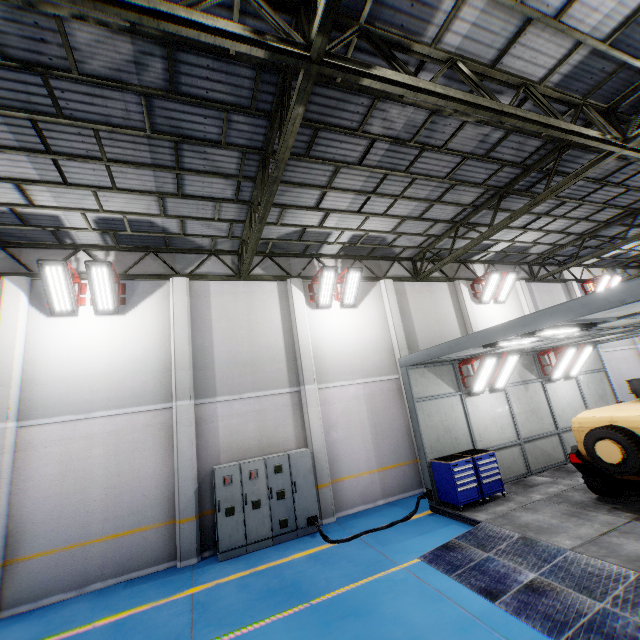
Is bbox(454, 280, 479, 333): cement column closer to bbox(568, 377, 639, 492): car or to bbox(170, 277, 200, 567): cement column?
bbox(568, 377, 639, 492): car

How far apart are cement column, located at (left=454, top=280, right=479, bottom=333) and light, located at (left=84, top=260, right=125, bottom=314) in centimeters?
Result: 1310cm

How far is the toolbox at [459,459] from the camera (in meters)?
8.63

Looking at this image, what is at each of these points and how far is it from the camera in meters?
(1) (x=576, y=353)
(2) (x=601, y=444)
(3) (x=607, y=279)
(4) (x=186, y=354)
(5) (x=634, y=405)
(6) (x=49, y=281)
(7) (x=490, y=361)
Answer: (1) light, 11.7
(2) tire assembly, 7.0
(3) light, 17.6
(4) cement column, 9.7
(5) car, 7.7
(6) light, 8.5
(7) light, 10.1

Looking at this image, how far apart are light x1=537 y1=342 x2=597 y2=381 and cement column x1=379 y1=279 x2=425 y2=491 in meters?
4.9

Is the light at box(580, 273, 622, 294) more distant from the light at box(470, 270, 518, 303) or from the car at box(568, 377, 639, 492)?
the car at box(568, 377, 639, 492)

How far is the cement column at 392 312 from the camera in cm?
1167

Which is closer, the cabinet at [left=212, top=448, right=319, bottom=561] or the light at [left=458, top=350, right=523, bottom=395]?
the cabinet at [left=212, top=448, right=319, bottom=561]
